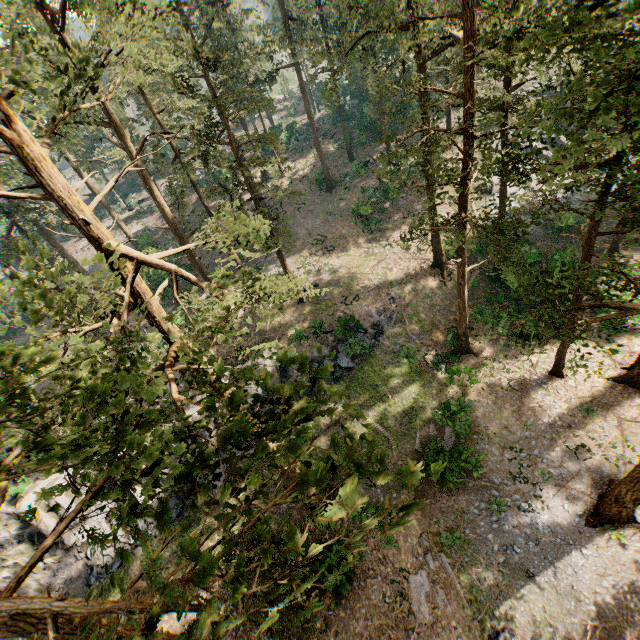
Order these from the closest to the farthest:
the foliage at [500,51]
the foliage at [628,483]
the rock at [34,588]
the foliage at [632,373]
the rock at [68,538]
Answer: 1. the foliage at [500,51]
2. the foliage at [628,483]
3. the foliage at [632,373]
4. the rock at [34,588]
5. the rock at [68,538]

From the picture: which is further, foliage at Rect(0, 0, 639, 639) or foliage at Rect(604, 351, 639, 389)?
foliage at Rect(604, 351, 639, 389)

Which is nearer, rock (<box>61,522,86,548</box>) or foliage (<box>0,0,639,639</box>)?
foliage (<box>0,0,639,639</box>)

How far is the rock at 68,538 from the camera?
21.6 meters

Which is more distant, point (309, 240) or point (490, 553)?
point (309, 240)

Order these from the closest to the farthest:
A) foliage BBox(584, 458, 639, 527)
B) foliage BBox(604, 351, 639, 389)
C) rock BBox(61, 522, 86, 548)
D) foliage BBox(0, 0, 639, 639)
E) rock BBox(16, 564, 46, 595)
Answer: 1. foliage BBox(0, 0, 639, 639)
2. foliage BBox(584, 458, 639, 527)
3. foliage BBox(604, 351, 639, 389)
4. rock BBox(16, 564, 46, 595)
5. rock BBox(61, 522, 86, 548)

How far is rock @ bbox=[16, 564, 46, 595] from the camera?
20.56m
